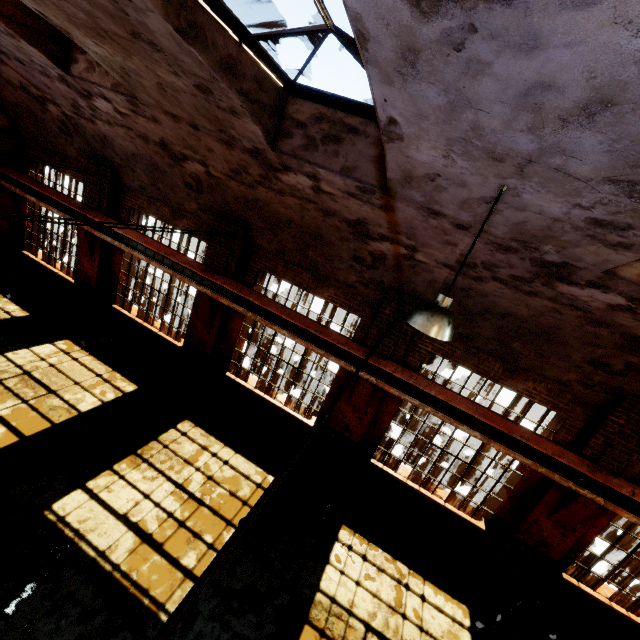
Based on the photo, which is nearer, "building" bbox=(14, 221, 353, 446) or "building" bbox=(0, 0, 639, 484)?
"building" bbox=(0, 0, 639, 484)

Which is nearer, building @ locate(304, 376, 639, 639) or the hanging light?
the hanging light

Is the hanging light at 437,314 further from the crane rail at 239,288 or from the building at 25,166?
the crane rail at 239,288

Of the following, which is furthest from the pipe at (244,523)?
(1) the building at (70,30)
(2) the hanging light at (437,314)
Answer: (2) the hanging light at (437,314)

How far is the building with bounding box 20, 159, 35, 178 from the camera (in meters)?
11.50

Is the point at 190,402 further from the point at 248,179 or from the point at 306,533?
the point at 248,179

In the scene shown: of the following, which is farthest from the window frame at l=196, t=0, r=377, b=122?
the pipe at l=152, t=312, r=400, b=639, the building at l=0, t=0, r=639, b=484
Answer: the pipe at l=152, t=312, r=400, b=639

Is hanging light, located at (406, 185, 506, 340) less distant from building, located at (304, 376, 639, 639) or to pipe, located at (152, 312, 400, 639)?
building, located at (304, 376, 639, 639)
